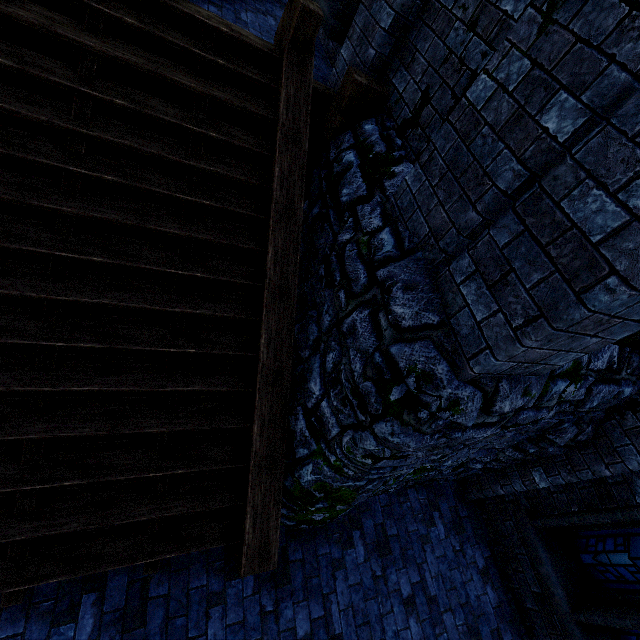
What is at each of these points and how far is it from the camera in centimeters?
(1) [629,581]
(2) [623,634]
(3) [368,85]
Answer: (1) window glass, 400cm
(2) window glass, 400cm
(3) wooden post, 368cm

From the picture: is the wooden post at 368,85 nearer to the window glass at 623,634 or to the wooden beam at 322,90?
the wooden beam at 322,90

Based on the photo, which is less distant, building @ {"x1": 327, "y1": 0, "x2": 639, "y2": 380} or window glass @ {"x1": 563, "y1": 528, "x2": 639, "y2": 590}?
building @ {"x1": 327, "y1": 0, "x2": 639, "y2": 380}

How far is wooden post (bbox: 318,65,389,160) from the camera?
3.7m

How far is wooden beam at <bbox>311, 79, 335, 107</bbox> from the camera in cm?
434

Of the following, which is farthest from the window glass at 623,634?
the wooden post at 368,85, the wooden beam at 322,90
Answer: the wooden beam at 322,90

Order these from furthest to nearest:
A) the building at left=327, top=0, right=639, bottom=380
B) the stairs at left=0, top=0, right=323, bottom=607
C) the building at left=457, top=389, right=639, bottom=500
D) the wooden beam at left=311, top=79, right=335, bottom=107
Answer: the wooden beam at left=311, top=79, right=335, bottom=107
the building at left=457, top=389, right=639, bottom=500
the stairs at left=0, top=0, right=323, bottom=607
the building at left=327, top=0, right=639, bottom=380

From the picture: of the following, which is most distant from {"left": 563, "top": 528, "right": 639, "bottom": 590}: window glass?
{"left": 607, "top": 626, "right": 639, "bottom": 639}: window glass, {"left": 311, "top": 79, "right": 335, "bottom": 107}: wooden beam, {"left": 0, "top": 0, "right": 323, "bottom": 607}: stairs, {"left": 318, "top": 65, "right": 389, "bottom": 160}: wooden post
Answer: {"left": 311, "top": 79, "right": 335, "bottom": 107}: wooden beam
